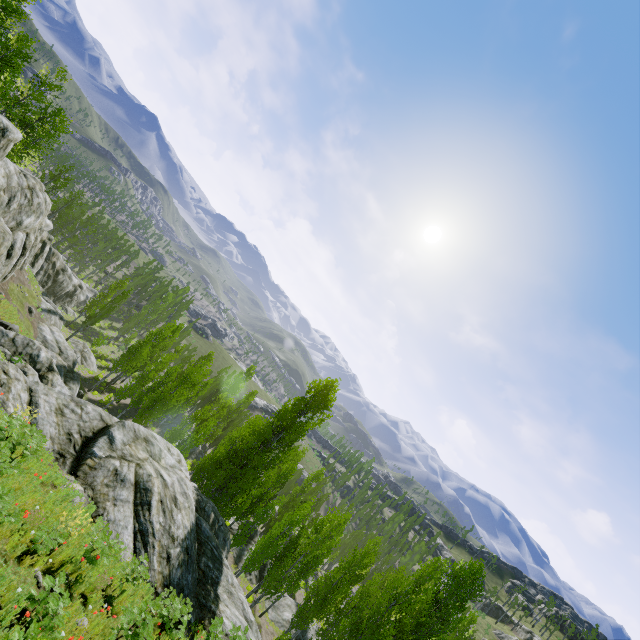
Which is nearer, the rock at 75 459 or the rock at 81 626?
the rock at 81 626

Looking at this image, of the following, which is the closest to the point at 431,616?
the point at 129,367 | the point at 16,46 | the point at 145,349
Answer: the point at 129,367

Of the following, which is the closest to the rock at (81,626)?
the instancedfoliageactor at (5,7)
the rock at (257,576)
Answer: the instancedfoliageactor at (5,7)

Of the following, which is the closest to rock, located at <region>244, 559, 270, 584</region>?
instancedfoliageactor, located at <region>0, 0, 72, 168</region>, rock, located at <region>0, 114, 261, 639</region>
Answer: instancedfoliageactor, located at <region>0, 0, 72, 168</region>

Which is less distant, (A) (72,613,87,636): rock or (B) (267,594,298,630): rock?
(A) (72,613,87,636): rock

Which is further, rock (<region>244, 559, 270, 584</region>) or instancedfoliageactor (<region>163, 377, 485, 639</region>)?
rock (<region>244, 559, 270, 584</region>)
